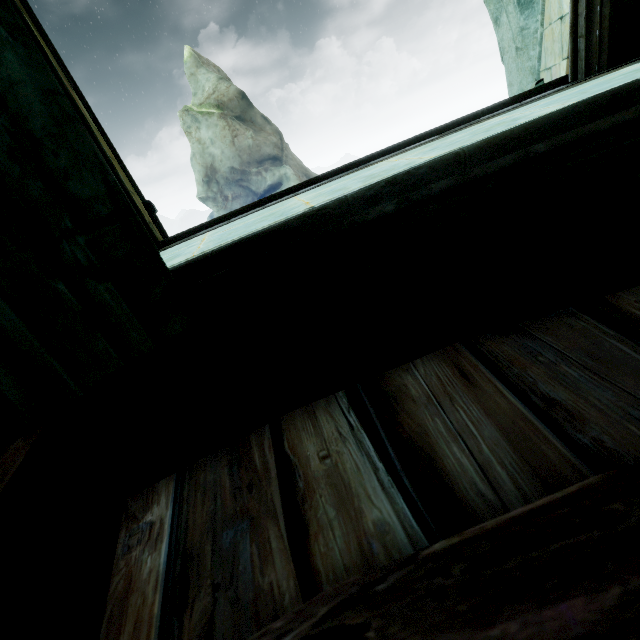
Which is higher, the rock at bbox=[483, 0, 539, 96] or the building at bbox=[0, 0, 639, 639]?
the rock at bbox=[483, 0, 539, 96]

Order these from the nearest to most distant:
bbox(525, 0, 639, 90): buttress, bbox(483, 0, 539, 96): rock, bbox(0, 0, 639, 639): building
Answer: bbox(0, 0, 639, 639): building < bbox(525, 0, 639, 90): buttress < bbox(483, 0, 539, 96): rock

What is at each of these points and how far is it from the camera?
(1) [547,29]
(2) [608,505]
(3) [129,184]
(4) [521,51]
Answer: (1) buttress, 3.96m
(2) building, 0.52m
(3) buttress, 4.47m
(4) rock, 5.38m

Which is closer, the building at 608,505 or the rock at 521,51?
the building at 608,505

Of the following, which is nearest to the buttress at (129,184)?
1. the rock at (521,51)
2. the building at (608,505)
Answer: the building at (608,505)

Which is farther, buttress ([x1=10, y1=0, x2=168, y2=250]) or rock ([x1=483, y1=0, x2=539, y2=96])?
rock ([x1=483, y1=0, x2=539, y2=96])

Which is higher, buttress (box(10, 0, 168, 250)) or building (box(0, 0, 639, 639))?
buttress (box(10, 0, 168, 250))

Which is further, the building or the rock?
the rock
